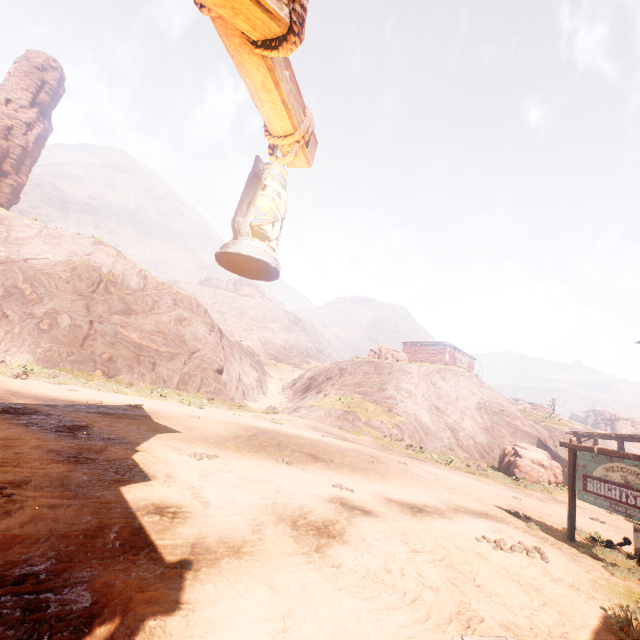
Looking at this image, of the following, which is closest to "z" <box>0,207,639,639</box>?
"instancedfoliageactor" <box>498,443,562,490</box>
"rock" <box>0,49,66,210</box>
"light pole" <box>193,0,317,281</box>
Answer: "instancedfoliageactor" <box>498,443,562,490</box>

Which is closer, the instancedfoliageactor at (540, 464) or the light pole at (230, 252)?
the light pole at (230, 252)

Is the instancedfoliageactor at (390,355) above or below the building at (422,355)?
below

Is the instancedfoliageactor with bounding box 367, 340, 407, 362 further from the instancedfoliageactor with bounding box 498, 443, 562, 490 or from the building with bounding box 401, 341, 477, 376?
the instancedfoliageactor with bounding box 498, 443, 562, 490

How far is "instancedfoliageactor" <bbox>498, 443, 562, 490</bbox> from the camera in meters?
17.6

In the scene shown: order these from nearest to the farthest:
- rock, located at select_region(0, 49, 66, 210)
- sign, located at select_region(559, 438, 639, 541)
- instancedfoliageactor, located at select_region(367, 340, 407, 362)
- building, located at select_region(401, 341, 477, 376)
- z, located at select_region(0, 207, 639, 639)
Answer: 1. z, located at select_region(0, 207, 639, 639)
2. sign, located at select_region(559, 438, 639, 541)
3. instancedfoliageactor, located at select_region(367, 340, 407, 362)
4. rock, located at select_region(0, 49, 66, 210)
5. building, located at select_region(401, 341, 477, 376)

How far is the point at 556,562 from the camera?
5.9 meters

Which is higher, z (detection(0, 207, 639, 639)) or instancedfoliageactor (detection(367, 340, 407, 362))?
instancedfoliageactor (detection(367, 340, 407, 362))
